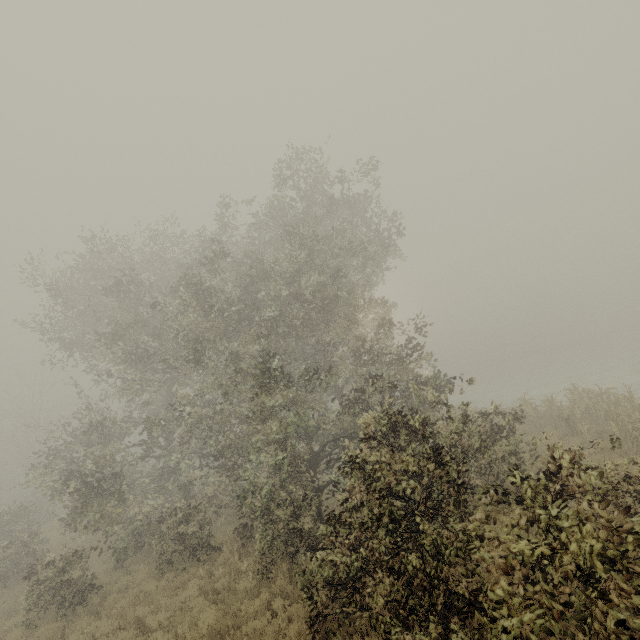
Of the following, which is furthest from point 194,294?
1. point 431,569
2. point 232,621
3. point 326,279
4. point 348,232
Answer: point 431,569
